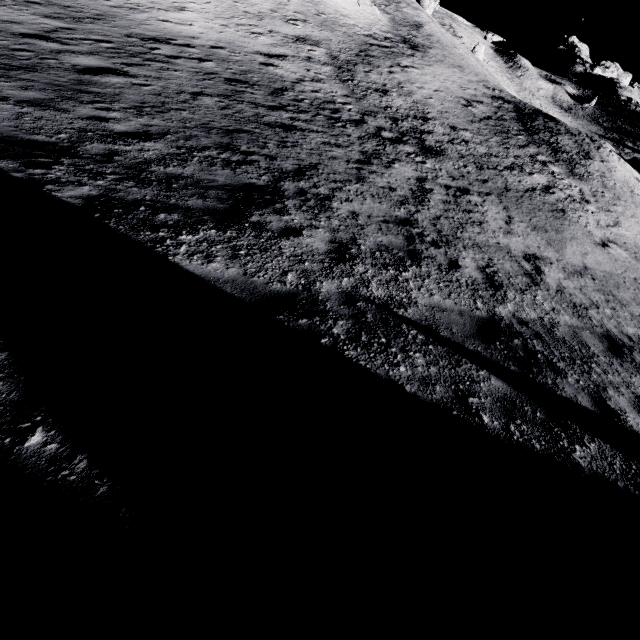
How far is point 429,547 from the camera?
2.1m
